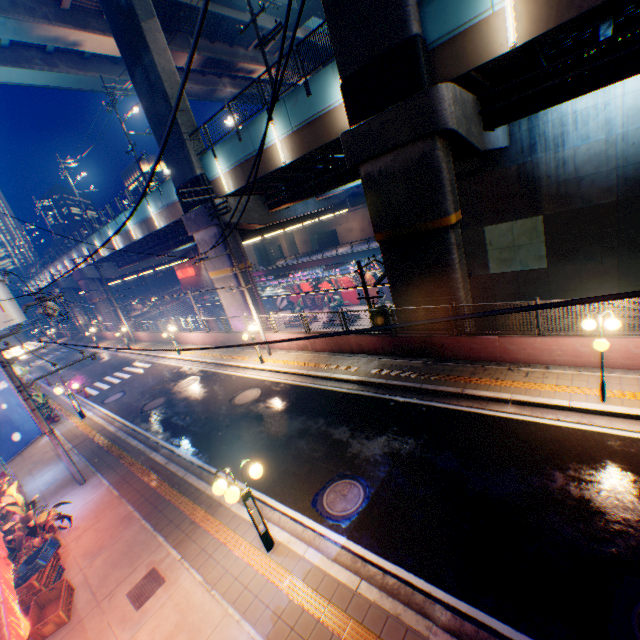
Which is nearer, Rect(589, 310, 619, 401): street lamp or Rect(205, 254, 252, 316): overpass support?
Rect(589, 310, 619, 401): street lamp

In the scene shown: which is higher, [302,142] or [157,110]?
[157,110]

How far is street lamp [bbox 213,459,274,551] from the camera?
6.2m

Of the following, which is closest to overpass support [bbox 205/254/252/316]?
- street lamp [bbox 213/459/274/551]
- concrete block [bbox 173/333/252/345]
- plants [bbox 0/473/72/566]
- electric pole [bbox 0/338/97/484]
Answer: concrete block [bbox 173/333/252/345]

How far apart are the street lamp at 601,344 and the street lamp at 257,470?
8.1 meters

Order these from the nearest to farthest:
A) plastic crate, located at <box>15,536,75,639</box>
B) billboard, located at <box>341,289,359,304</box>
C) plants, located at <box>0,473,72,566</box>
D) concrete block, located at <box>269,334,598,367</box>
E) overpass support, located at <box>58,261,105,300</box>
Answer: plastic crate, located at <box>15,536,75,639</box>, plants, located at <box>0,473,72,566</box>, concrete block, located at <box>269,334,598,367</box>, overpass support, located at <box>58,261,105,300</box>, billboard, located at <box>341,289,359,304</box>

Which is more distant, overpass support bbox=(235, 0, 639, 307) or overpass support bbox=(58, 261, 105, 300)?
overpass support bbox=(58, 261, 105, 300)

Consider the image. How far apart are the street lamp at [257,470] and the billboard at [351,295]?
36.5m
